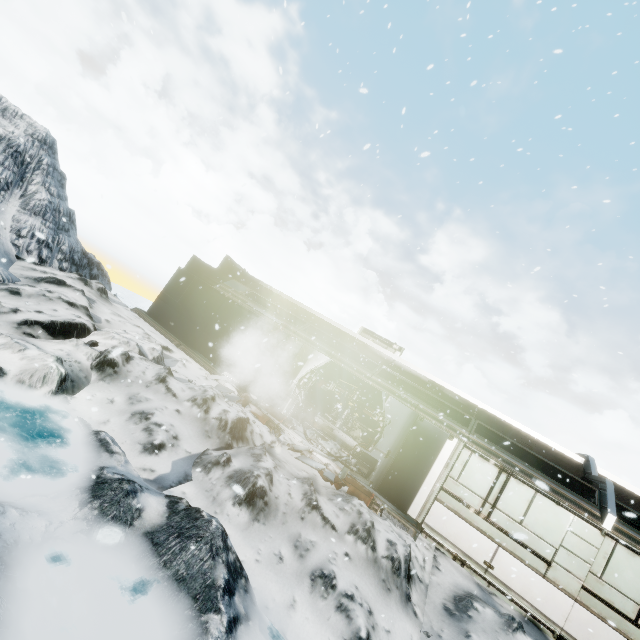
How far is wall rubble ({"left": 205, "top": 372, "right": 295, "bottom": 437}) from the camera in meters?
10.1

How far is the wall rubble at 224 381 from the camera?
10.06m

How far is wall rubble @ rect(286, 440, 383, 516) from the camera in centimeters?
849cm

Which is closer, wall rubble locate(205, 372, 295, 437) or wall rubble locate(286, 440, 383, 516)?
wall rubble locate(286, 440, 383, 516)

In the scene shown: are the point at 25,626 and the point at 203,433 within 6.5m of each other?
yes

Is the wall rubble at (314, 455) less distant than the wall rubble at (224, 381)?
Yes
